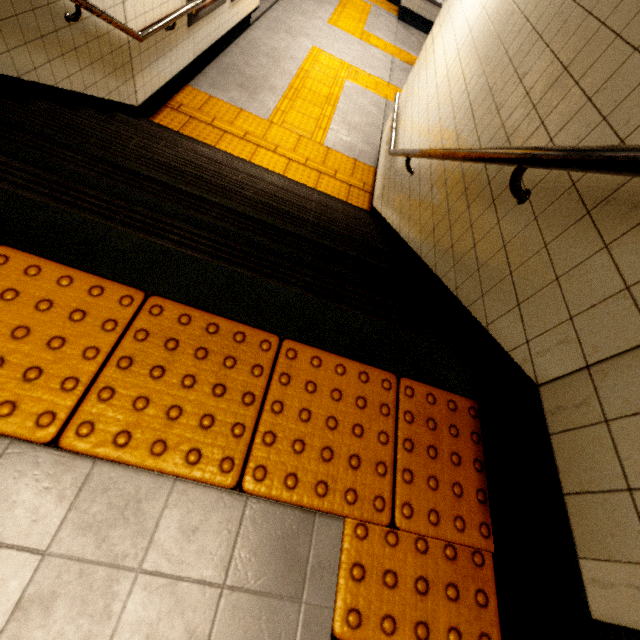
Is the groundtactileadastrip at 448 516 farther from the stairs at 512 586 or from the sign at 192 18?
the sign at 192 18

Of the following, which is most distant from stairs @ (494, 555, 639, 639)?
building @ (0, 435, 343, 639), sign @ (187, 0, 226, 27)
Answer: sign @ (187, 0, 226, 27)

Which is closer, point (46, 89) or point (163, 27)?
point (46, 89)

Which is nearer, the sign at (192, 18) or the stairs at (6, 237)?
the stairs at (6, 237)

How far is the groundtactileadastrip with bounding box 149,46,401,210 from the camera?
4.2m

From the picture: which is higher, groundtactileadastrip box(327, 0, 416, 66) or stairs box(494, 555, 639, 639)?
stairs box(494, 555, 639, 639)

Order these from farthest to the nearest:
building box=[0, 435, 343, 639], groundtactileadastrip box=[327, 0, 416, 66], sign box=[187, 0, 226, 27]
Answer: groundtactileadastrip box=[327, 0, 416, 66] < sign box=[187, 0, 226, 27] < building box=[0, 435, 343, 639]

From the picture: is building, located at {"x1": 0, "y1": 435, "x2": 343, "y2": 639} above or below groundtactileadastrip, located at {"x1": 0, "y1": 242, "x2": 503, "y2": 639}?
below
